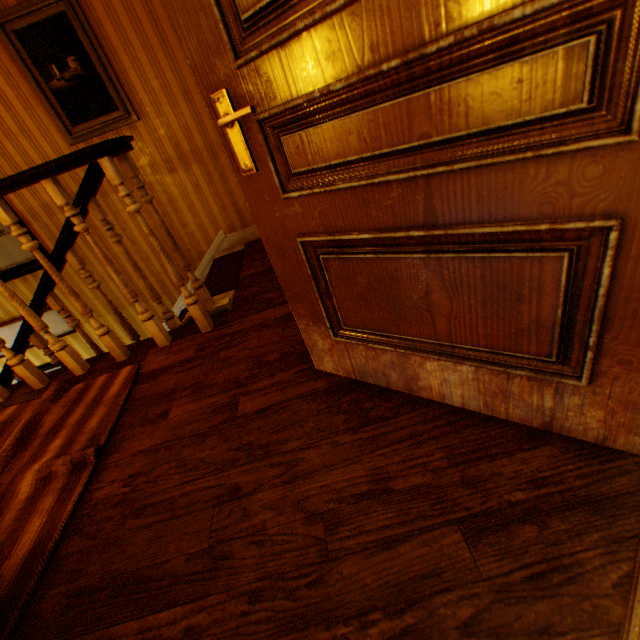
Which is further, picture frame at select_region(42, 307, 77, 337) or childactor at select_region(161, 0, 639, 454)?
picture frame at select_region(42, 307, 77, 337)

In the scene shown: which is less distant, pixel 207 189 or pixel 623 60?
pixel 623 60

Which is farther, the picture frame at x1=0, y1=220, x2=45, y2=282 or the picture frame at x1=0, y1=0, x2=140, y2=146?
the picture frame at x1=0, y1=220, x2=45, y2=282

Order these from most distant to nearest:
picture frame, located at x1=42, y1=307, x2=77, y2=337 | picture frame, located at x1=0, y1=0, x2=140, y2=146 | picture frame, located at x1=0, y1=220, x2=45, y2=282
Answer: picture frame, located at x1=42, y1=307, x2=77, y2=337, picture frame, located at x1=0, y1=220, x2=45, y2=282, picture frame, located at x1=0, y1=0, x2=140, y2=146

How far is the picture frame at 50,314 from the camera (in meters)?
4.10

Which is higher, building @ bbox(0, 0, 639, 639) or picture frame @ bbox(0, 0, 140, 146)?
picture frame @ bbox(0, 0, 140, 146)

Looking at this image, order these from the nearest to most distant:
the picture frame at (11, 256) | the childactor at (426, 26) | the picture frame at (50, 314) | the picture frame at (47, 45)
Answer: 1. the childactor at (426, 26)
2. the picture frame at (47, 45)
3. the picture frame at (11, 256)
4. the picture frame at (50, 314)

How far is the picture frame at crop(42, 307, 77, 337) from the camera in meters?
4.1 m
